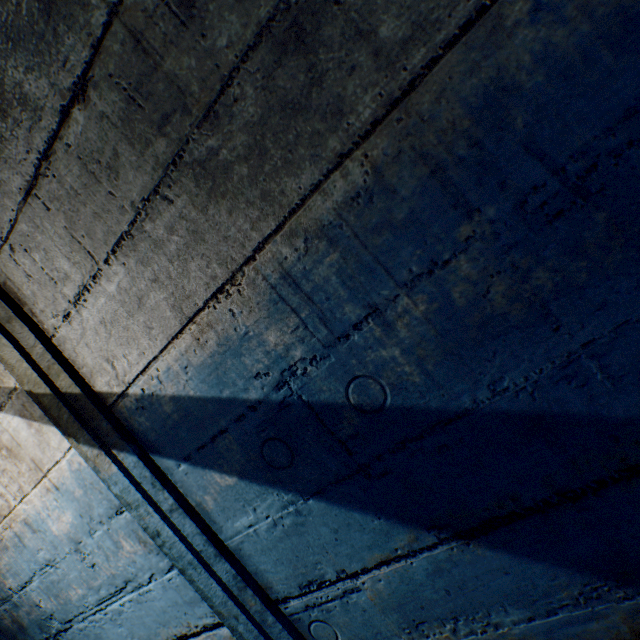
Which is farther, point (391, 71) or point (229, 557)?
point (229, 557)
